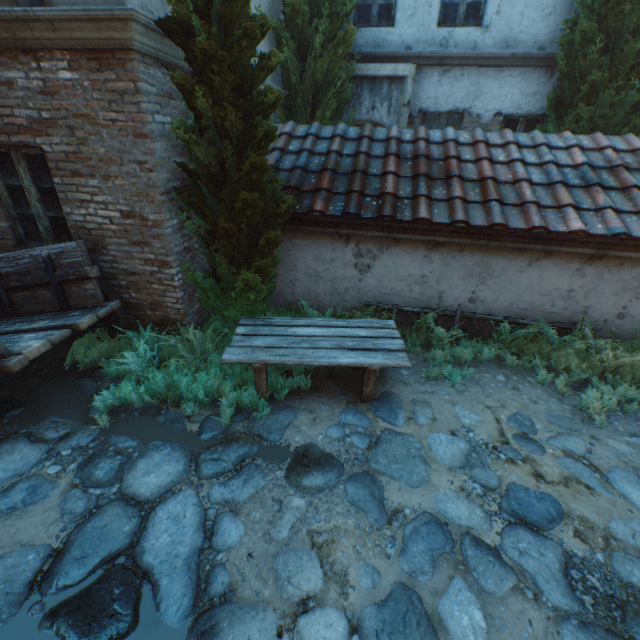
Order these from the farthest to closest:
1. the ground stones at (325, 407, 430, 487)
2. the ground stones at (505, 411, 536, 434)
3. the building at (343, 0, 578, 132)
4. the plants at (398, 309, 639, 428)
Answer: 1. the building at (343, 0, 578, 132)
2. the plants at (398, 309, 639, 428)
3. the ground stones at (505, 411, 536, 434)
4. the ground stones at (325, 407, 430, 487)

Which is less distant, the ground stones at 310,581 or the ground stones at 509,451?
the ground stones at 310,581

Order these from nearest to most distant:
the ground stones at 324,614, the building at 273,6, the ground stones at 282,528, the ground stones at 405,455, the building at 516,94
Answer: the ground stones at 324,614 < the ground stones at 282,528 < the ground stones at 405,455 < the building at 273,6 < the building at 516,94

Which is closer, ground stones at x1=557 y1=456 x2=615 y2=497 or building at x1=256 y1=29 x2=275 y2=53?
ground stones at x1=557 y1=456 x2=615 y2=497

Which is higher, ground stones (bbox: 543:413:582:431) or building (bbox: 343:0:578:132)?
building (bbox: 343:0:578:132)

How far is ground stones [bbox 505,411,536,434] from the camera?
3.9m

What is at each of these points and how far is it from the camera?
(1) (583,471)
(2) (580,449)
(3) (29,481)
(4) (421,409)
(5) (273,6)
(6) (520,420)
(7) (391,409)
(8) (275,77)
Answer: (1) ground stones, 3.4m
(2) ground stones, 3.7m
(3) ground stones, 3.1m
(4) ground stones, 4.1m
(5) building, 6.7m
(6) ground stones, 4.1m
(7) ground stones, 4.1m
(8) building, 7.3m
